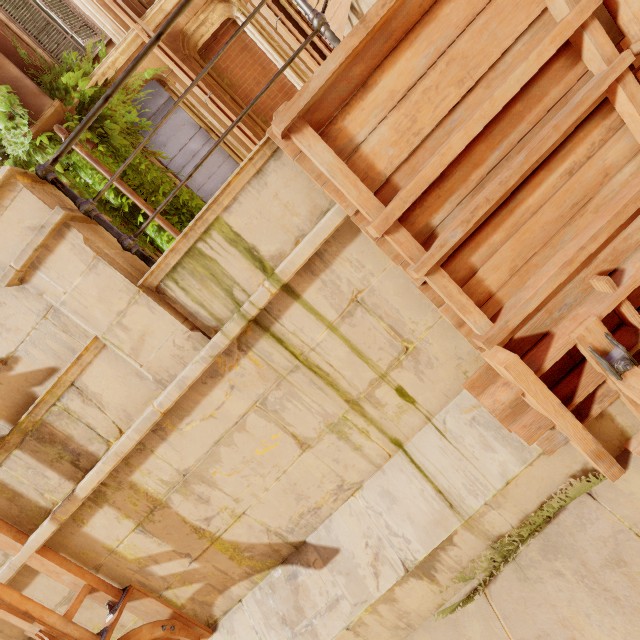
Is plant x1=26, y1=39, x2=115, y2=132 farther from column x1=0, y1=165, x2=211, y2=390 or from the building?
column x1=0, y1=165, x2=211, y2=390

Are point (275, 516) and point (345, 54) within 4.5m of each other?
yes

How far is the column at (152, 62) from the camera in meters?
6.7 m

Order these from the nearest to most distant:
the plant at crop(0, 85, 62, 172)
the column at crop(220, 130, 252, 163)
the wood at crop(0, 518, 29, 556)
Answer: the wood at crop(0, 518, 29, 556) < the plant at crop(0, 85, 62, 172) < the column at crop(220, 130, 252, 163)

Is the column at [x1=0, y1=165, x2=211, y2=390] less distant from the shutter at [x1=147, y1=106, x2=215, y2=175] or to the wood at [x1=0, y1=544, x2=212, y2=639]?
the wood at [x1=0, y1=544, x2=212, y2=639]

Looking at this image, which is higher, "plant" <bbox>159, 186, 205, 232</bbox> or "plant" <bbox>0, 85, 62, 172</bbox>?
"plant" <bbox>0, 85, 62, 172</bbox>

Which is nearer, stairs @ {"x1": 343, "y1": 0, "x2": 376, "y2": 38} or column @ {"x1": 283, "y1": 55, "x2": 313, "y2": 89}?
stairs @ {"x1": 343, "y1": 0, "x2": 376, "y2": 38}

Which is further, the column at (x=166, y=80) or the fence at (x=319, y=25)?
the column at (x=166, y=80)
